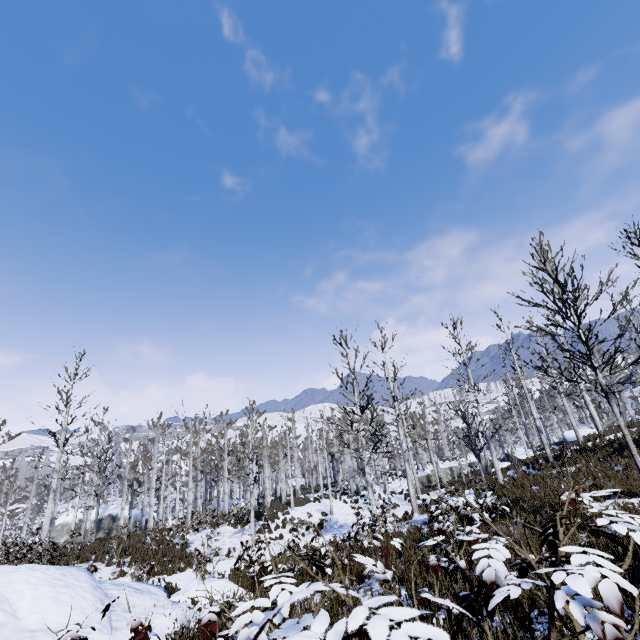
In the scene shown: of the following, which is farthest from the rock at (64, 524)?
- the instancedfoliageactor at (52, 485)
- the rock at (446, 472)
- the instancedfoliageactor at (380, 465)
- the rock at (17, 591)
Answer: the rock at (17, 591)

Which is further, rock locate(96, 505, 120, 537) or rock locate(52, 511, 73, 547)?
rock locate(96, 505, 120, 537)

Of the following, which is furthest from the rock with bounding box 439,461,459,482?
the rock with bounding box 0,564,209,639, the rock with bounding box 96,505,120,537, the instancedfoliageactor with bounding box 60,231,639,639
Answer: the rock with bounding box 0,564,209,639

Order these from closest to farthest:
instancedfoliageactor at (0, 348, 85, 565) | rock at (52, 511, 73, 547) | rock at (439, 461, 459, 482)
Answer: instancedfoliageactor at (0, 348, 85, 565) → rock at (52, 511, 73, 547) → rock at (439, 461, 459, 482)

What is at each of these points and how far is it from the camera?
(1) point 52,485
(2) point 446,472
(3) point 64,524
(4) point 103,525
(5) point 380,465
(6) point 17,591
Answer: (1) instancedfoliageactor, 17.8m
(2) rock, 36.7m
(3) rock, 33.8m
(4) rock, 34.6m
(5) instancedfoliageactor, 24.2m
(6) rock, 5.4m

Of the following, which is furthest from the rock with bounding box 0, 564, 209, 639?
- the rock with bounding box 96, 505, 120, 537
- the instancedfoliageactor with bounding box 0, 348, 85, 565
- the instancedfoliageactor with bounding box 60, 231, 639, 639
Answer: the rock with bounding box 96, 505, 120, 537

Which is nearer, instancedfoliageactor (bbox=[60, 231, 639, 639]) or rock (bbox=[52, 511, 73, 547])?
instancedfoliageactor (bbox=[60, 231, 639, 639])

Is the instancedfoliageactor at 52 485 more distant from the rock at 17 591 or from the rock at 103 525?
the rock at 17 591
